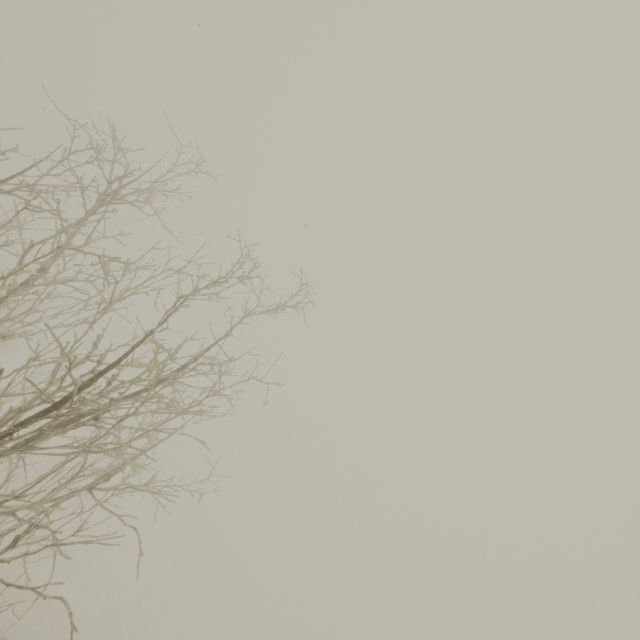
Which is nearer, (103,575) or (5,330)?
(5,330)
